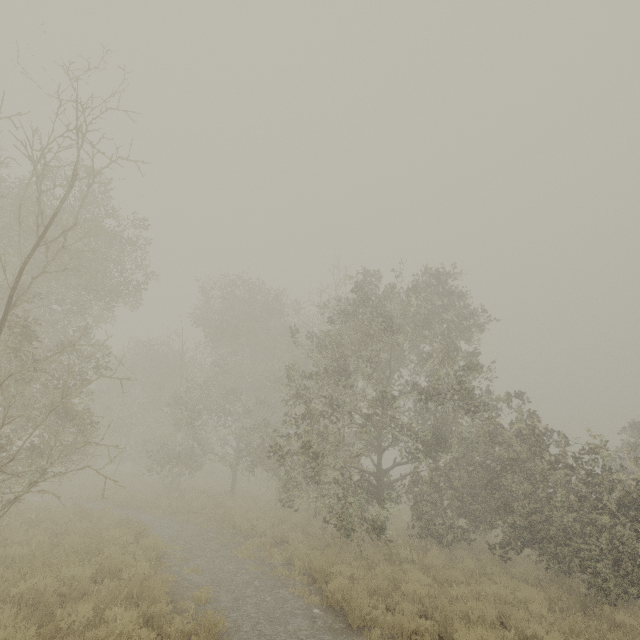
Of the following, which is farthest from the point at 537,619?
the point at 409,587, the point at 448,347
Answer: the point at 448,347
